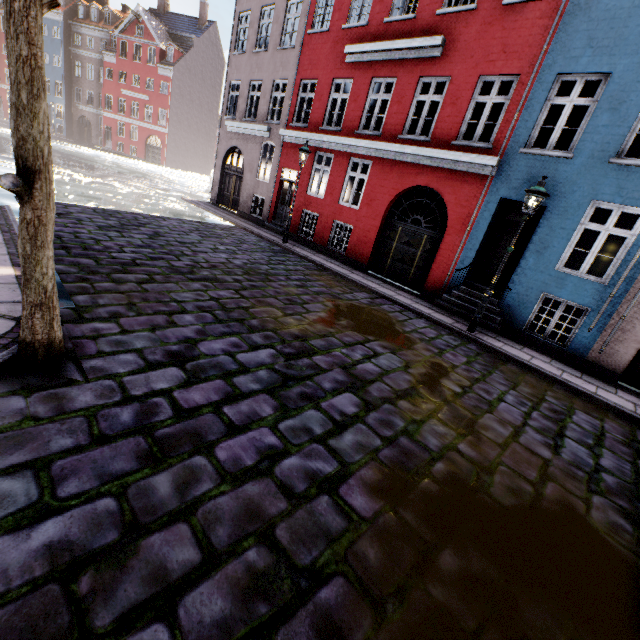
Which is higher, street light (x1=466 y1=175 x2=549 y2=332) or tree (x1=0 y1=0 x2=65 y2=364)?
street light (x1=466 y1=175 x2=549 y2=332)

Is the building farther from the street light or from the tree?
the tree

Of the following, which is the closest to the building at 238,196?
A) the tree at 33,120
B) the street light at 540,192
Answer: the street light at 540,192

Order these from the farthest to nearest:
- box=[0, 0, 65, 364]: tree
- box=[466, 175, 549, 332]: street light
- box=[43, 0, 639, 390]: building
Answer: box=[43, 0, 639, 390]: building, box=[466, 175, 549, 332]: street light, box=[0, 0, 65, 364]: tree

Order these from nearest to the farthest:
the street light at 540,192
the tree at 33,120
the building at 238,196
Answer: the tree at 33,120 < the street light at 540,192 < the building at 238,196

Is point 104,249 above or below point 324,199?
below

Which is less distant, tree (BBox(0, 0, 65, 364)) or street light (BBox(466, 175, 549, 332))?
tree (BBox(0, 0, 65, 364))

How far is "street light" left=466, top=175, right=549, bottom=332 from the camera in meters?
7.1
